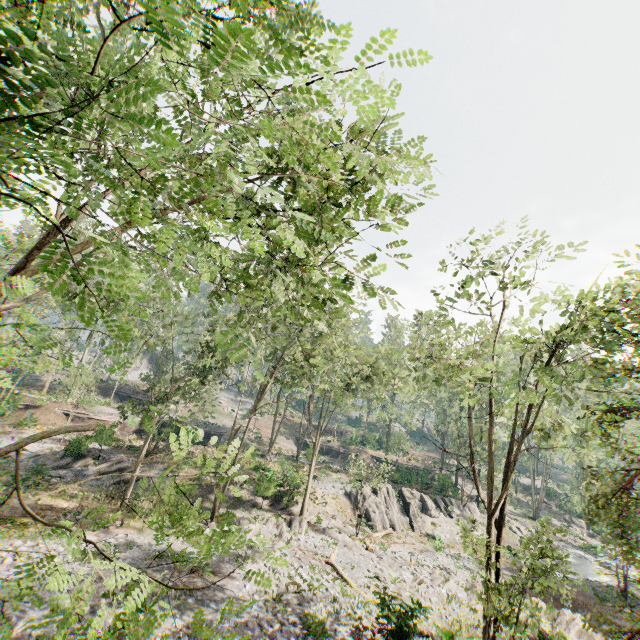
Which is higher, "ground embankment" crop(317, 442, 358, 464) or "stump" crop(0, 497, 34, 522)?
"ground embankment" crop(317, 442, 358, 464)

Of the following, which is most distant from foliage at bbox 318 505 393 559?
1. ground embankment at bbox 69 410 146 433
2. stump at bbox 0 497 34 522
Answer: stump at bbox 0 497 34 522

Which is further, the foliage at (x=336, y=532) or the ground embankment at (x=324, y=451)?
the ground embankment at (x=324, y=451)

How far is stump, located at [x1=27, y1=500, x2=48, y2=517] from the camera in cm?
1838

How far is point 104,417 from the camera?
36.4m

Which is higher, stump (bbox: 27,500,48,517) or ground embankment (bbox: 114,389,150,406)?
ground embankment (bbox: 114,389,150,406)

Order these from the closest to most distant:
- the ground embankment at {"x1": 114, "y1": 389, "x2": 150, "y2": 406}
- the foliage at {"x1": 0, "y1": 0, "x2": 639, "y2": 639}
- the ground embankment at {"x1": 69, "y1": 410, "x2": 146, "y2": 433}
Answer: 1. the foliage at {"x1": 0, "y1": 0, "x2": 639, "y2": 639}
2. the ground embankment at {"x1": 69, "y1": 410, "x2": 146, "y2": 433}
3. the ground embankment at {"x1": 114, "y1": 389, "x2": 150, "y2": 406}

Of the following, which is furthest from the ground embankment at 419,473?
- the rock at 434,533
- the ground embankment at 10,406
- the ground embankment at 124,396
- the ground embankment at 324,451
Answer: the ground embankment at 10,406
